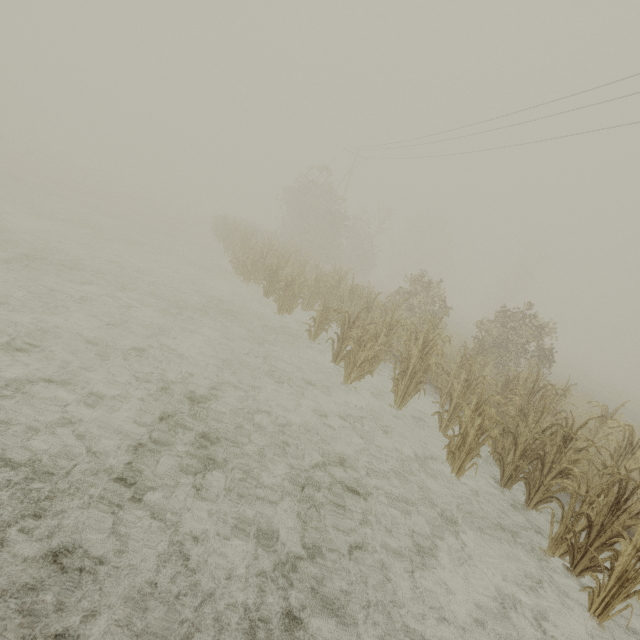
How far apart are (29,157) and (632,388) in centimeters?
7009cm
